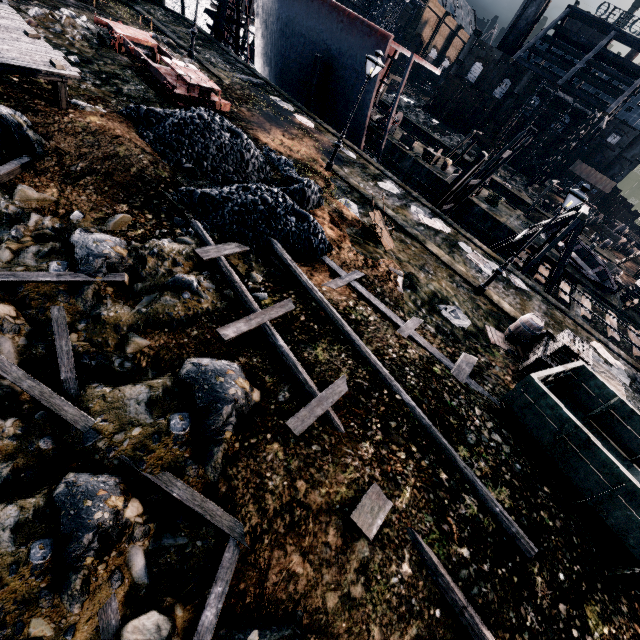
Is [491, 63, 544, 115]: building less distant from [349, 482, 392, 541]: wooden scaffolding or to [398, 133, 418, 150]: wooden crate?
[398, 133, 418, 150]: wooden crate

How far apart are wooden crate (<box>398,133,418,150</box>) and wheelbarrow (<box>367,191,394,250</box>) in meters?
25.1 m

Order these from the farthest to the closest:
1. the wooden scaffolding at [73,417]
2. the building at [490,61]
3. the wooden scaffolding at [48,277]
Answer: the building at [490,61]
the wooden scaffolding at [48,277]
the wooden scaffolding at [73,417]

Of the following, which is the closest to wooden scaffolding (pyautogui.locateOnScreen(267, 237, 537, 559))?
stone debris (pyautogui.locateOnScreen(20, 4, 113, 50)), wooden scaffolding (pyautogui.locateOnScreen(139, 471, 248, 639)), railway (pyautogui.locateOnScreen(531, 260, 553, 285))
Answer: wooden scaffolding (pyautogui.locateOnScreen(139, 471, 248, 639))

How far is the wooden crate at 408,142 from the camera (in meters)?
35.06

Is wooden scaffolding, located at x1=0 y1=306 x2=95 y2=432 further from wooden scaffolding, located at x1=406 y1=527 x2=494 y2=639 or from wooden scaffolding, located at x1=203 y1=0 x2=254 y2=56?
wooden scaffolding, located at x1=203 y1=0 x2=254 y2=56

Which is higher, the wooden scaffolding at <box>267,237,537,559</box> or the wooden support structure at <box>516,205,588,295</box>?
the wooden support structure at <box>516,205,588,295</box>

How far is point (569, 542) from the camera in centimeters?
717cm
